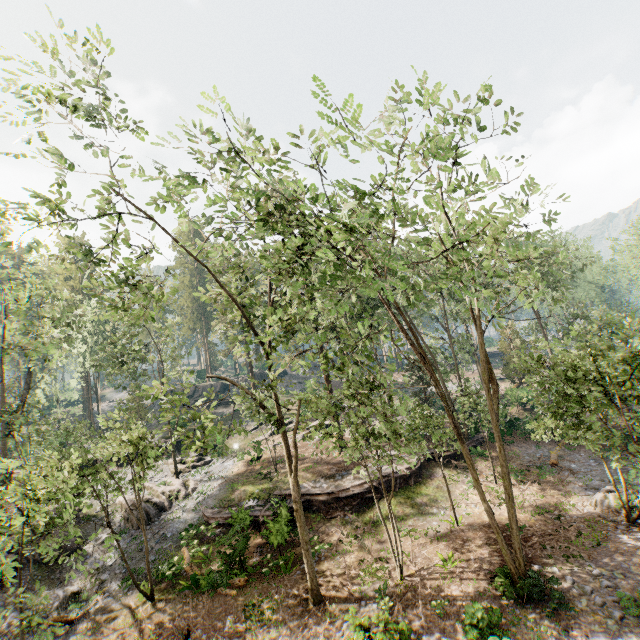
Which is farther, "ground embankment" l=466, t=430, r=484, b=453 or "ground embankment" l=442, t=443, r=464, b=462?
"ground embankment" l=466, t=430, r=484, b=453

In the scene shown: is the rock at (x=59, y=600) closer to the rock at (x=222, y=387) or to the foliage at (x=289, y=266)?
the foliage at (x=289, y=266)

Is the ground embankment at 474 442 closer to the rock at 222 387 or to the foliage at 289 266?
the foliage at 289 266

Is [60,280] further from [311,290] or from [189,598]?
[311,290]

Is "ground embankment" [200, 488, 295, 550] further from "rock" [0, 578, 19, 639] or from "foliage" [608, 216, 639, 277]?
"rock" [0, 578, 19, 639]

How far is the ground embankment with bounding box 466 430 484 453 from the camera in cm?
2569

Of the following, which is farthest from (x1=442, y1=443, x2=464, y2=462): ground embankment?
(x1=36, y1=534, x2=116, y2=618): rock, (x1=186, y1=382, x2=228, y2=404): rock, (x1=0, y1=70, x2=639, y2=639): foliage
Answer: (x1=186, y1=382, x2=228, y2=404): rock

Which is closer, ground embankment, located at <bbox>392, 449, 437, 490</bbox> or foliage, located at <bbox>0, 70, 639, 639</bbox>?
foliage, located at <bbox>0, 70, 639, 639</bbox>
